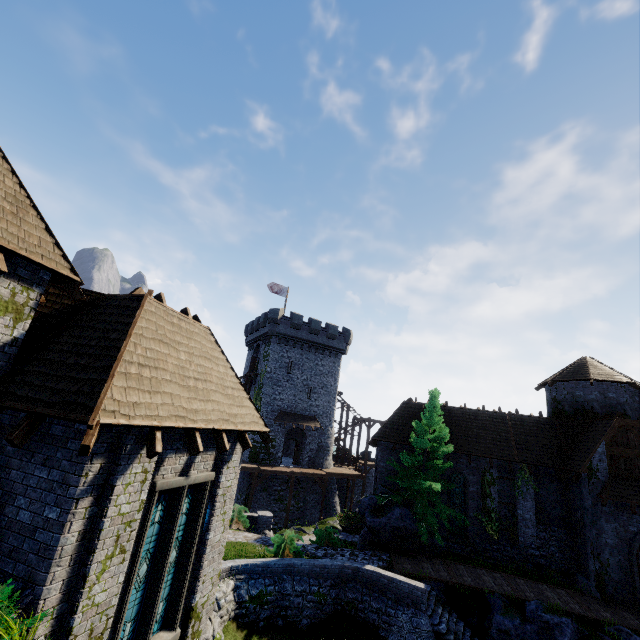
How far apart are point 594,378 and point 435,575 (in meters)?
16.57

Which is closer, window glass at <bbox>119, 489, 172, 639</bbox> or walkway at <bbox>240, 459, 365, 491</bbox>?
window glass at <bbox>119, 489, 172, 639</bbox>

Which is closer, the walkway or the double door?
the double door

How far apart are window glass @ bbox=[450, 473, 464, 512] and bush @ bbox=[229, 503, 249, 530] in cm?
1302

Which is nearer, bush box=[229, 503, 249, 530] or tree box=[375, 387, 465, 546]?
tree box=[375, 387, 465, 546]

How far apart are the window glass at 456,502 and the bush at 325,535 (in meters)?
7.27

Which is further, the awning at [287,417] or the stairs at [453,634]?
the awning at [287,417]

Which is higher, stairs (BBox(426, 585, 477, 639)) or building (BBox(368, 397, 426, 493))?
building (BBox(368, 397, 426, 493))
